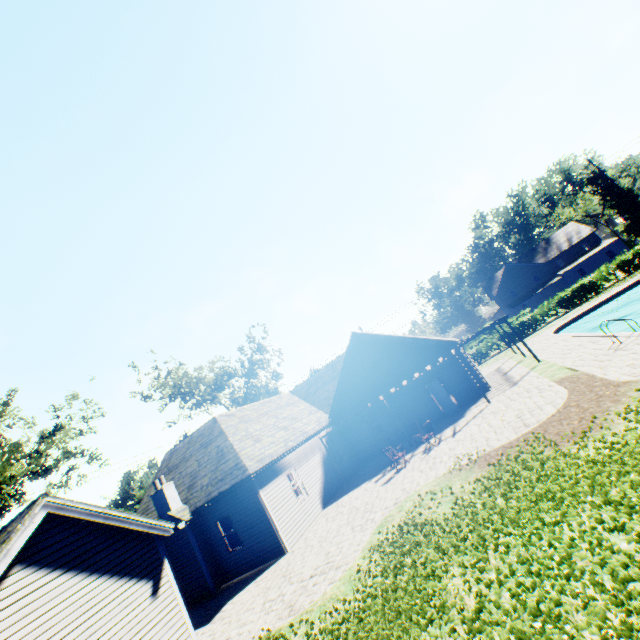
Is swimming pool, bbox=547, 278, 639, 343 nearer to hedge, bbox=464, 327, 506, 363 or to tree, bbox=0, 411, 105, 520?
tree, bbox=0, 411, 105, 520

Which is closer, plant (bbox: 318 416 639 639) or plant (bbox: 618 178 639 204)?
plant (bbox: 318 416 639 639)

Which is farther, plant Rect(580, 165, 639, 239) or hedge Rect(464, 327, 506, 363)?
plant Rect(580, 165, 639, 239)

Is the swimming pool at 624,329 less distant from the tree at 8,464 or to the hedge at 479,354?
the tree at 8,464

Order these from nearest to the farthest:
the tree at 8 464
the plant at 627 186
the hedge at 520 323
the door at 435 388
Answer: the tree at 8 464 < the door at 435 388 < the hedge at 520 323 < the plant at 627 186

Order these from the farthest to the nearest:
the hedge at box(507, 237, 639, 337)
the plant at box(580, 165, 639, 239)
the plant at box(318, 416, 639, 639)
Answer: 1. the plant at box(580, 165, 639, 239)
2. the hedge at box(507, 237, 639, 337)
3. the plant at box(318, 416, 639, 639)

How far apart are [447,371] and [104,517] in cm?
1835

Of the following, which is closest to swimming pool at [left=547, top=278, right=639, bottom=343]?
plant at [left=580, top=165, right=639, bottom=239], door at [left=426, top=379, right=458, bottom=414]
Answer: plant at [left=580, top=165, right=639, bottom=239]
